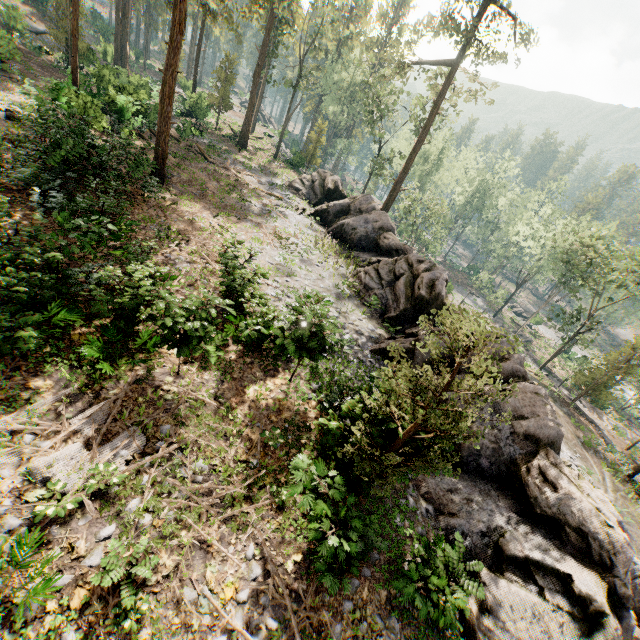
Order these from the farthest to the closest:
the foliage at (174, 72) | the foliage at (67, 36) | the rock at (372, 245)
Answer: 1. the foliage at (67, 36)
2. the foliage at (174, 72)
3. the rock at (372, 245)

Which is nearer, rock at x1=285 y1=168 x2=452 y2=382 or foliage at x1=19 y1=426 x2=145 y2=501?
foliage at x1=19 y1=426 x2=145 y2=501

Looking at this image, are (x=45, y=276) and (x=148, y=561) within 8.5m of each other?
yes

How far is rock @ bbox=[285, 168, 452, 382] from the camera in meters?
15.1

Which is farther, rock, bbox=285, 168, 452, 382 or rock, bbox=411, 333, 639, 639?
rock, bbox=285, 168, 452, 382

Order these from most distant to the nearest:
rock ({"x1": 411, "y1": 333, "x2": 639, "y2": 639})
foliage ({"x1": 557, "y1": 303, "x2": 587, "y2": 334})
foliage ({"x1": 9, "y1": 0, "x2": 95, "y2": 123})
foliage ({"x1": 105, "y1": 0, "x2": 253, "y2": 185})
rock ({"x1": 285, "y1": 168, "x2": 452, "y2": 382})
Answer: foliage ({"x1": 557, "y1": 303, "x2": 587, "y2": 334}) < foliage ({"x1": 9, "y1": 0, "x2": 95, "y2": 123}) < foliage ({"x1": 105, "y1": 0, "x2": 253, "y2": 185}) < rock ({"x1": 285, "y1": 168, "x2": 452, "y2": 382}) < rock ({"x1": 411, "y1": 333, "x2": 639, "y2": 639})

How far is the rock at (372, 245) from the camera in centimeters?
1508cm

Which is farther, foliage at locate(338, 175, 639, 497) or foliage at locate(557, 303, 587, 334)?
foliage at locate(557, 303, 587, 334)
